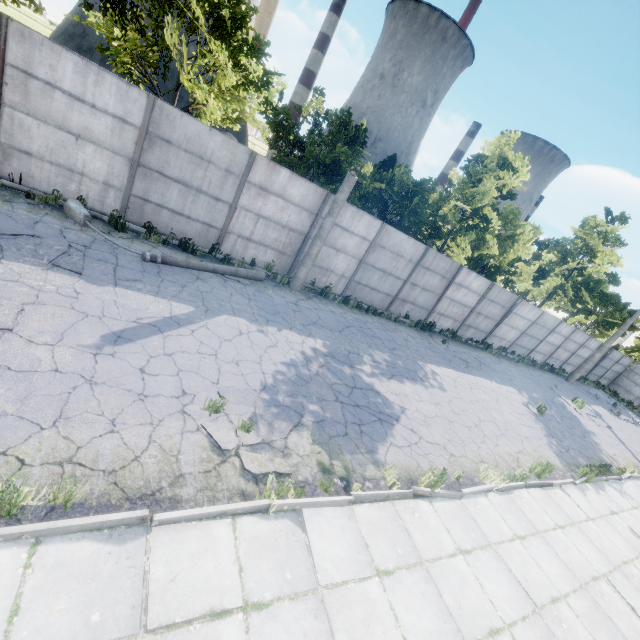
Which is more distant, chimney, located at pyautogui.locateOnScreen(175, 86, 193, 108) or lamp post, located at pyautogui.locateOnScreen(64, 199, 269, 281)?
chimney, located at pyautogui.locateOnScreen(175, 86, 193, 108)

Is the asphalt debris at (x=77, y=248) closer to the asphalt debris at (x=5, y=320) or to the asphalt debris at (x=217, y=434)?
the asphalt debris at (x=5, y=320)

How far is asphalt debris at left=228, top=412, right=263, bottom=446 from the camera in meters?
5.3 m

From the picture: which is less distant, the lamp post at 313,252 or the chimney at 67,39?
the lamp post at 313,252

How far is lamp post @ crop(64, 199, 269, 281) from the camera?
8.5 meters

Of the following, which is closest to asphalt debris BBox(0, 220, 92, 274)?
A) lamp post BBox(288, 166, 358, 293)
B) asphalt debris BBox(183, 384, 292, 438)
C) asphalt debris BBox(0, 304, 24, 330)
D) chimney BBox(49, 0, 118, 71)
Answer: asphalt debris BBox(0, 304, 24, 330)

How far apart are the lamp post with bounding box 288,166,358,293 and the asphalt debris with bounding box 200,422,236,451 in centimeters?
648cm

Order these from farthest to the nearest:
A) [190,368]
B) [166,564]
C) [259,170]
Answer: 1. [259,170]
2. [190,368]
3. [166,564]
